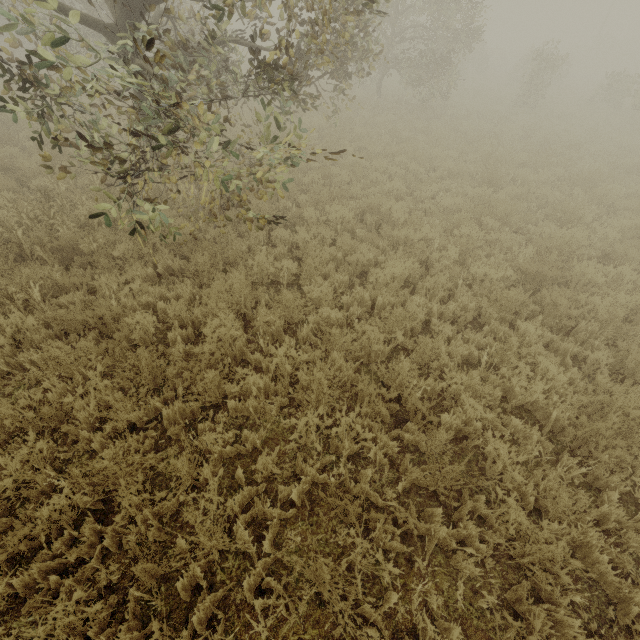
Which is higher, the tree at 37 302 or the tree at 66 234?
the tree at 66 234

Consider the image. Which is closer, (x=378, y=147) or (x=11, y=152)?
(x=11, y=152)

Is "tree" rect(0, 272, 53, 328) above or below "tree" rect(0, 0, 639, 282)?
below
